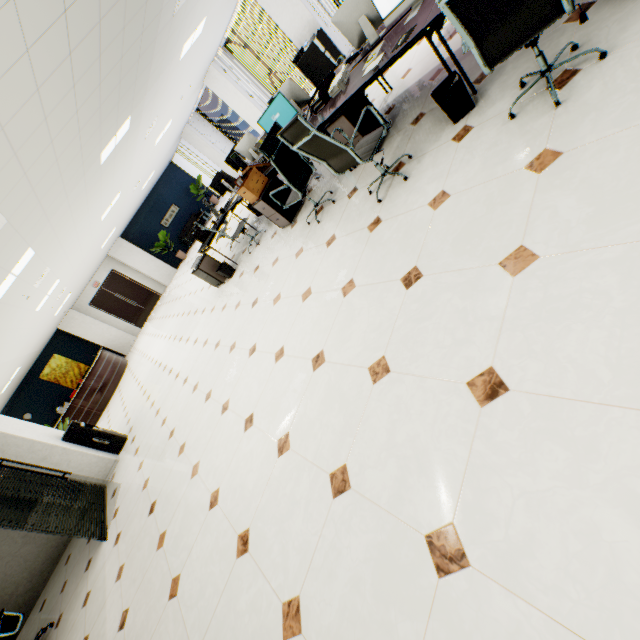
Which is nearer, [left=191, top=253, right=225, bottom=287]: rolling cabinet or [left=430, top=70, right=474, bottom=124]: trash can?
[left=430, top=70, right=474, bottom=124]: trash can

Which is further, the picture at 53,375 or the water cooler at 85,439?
the picture at 53,375

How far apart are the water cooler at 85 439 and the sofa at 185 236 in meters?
12.1 m

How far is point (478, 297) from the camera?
1.88m

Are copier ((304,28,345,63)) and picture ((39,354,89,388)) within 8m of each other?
no

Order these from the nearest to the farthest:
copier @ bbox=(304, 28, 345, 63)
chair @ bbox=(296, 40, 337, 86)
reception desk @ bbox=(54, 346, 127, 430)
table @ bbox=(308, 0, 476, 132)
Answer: table @ bbox=(308, 0, 476, 132) < chair @ bbox=(296, 40, 337, 86) < copier @ bbox=(304, 28, 345, 63) < reception desk @ bbox=(54, 346, 127, 430)

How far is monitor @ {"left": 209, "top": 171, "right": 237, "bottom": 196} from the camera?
6.84m

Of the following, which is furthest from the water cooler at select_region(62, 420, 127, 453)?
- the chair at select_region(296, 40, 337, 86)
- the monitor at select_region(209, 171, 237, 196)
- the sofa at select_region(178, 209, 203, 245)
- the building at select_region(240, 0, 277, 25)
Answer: the building at select_region(240, 0, 277, 25)
